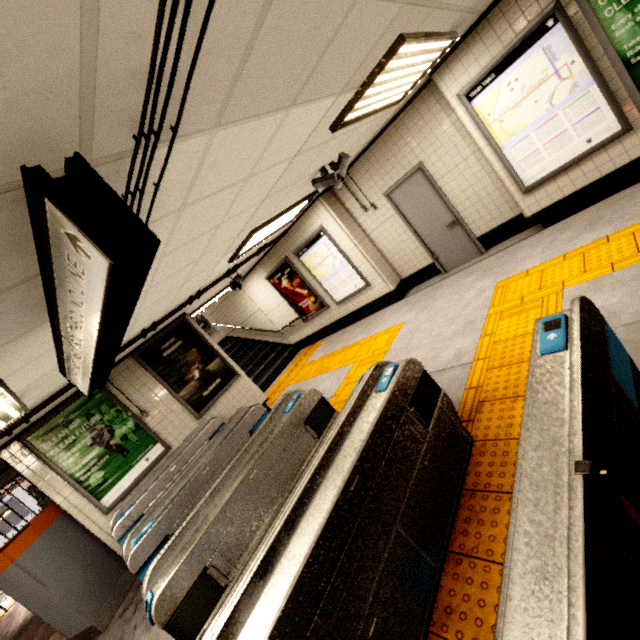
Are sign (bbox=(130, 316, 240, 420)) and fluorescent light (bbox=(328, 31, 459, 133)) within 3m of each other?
no

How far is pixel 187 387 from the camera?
6.4 meters

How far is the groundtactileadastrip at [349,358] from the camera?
5.6 meters

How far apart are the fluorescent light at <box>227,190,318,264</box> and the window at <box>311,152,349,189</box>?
0.8m

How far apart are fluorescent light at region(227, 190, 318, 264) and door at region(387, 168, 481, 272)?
1.4m

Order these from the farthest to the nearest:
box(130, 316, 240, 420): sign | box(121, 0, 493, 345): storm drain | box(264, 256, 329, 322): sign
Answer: box(264, 256, 329, 322): sign → box(130, 316, 240, 420): sign → box(121, 0, 493, 345): storm drain

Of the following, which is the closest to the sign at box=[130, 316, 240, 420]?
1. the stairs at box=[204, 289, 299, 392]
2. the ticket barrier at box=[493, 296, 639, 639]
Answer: the stairs at box=[204, 289, 299, 392]

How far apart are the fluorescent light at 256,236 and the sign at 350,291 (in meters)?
0.66
